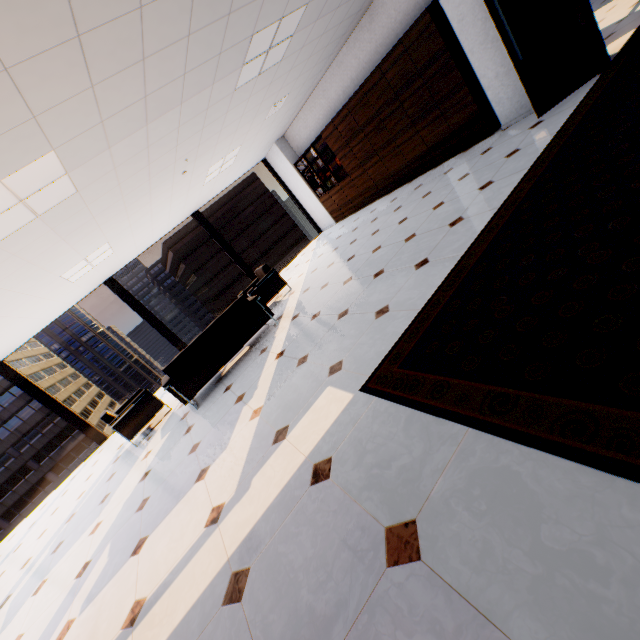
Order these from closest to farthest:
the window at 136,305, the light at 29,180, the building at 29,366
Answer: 1. the light at 29,180
2. the window at 136,305
3. the building at 29,366

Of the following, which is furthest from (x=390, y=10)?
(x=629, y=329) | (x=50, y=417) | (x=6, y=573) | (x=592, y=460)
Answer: (x=50, y=417)

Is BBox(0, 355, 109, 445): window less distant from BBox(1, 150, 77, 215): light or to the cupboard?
the cupboard

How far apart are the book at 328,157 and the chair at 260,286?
3.5 meters

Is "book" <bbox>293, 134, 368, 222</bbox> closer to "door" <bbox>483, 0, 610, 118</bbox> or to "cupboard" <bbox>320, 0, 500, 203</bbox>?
"cupboard" <bbox>320, 0, 500, 203</bbox>

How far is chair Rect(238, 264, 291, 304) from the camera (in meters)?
6.70

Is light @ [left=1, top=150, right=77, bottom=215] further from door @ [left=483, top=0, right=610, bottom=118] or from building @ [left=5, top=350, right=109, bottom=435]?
building @ [left=5, top=350, right=109, bottom=435]

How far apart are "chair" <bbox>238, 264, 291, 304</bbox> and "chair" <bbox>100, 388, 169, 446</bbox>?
2.6m
